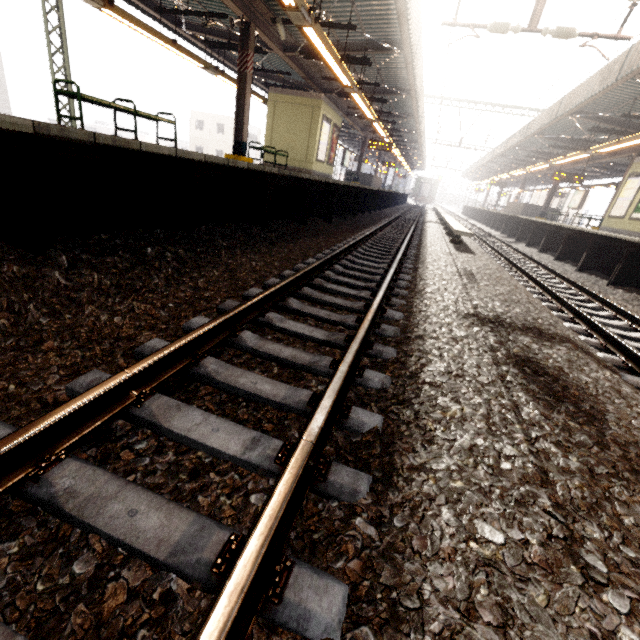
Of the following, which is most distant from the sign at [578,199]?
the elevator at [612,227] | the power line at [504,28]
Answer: the power line at [504,28]

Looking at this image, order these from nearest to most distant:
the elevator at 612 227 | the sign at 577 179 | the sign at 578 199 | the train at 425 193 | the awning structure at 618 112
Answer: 1. the awning structure at 618 112
2. the elevator at 612 227
3. the sign at 577 179
4. the sign at 578 199
5. the train at 425 193

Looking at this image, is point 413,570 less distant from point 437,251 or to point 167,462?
point 167,462

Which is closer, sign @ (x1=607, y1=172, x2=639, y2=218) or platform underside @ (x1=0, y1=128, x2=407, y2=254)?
platform underside @ (x1=0, y1=128, x2=407, y2=254)

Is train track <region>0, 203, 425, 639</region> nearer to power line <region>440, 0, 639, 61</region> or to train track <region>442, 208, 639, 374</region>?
train track <region>442, 208, 639, 374</region>

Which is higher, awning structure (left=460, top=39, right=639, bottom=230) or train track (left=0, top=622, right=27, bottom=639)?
awning structure (left=460, top=39, right=639, bottom=230)

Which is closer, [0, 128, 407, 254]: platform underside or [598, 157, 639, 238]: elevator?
[0, 128, 407, 254]: platform underside

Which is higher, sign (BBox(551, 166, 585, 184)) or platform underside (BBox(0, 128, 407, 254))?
sign (BBox(551, 166, 585, 184))
